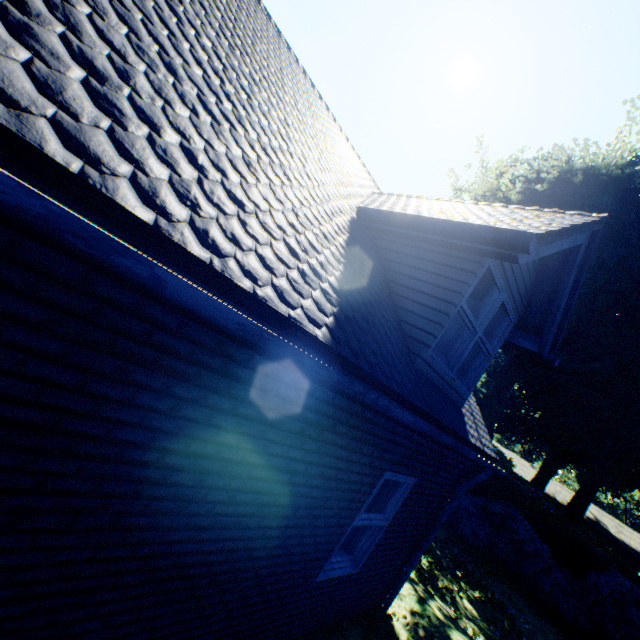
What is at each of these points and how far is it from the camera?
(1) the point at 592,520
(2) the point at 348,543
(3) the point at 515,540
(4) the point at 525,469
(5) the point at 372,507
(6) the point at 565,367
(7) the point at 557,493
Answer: (1) house, 39.5 meters
(2) curtain, 4.7 meters
(3) rock, 13.0 meters
(4) house, 47.1 meters
(5) curtain, 4.7 meters
(6) plant, 29.1 meters
(7) house, 43.2 meters

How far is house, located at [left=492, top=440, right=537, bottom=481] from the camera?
45.3m

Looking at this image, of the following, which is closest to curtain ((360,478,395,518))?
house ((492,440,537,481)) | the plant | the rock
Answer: the plant

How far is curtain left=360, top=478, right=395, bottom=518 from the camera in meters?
4.6

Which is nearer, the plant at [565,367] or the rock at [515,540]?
the rock at [515,540]

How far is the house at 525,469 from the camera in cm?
4528

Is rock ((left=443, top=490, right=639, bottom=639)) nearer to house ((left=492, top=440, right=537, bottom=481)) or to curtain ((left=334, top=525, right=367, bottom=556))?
curtain ((left=334, top=525, right=367, bottom=556))

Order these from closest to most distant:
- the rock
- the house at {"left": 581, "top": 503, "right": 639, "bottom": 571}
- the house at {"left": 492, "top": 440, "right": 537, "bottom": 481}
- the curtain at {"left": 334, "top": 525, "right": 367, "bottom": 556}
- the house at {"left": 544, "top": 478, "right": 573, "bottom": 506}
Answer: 1. the curtain at {"left": 334, "top": 525, "right": 367, "bottom": 556}
2. the rock
3. the house at {"left": 581, "top": 503, "right": 639, "bottom": 571}
4. the house at {"left": 544, "top": 478, "right": 573, "bottom": 506}
5. the house at {"left": 492, "top": 440, "right": 537, "bottom": 481}
